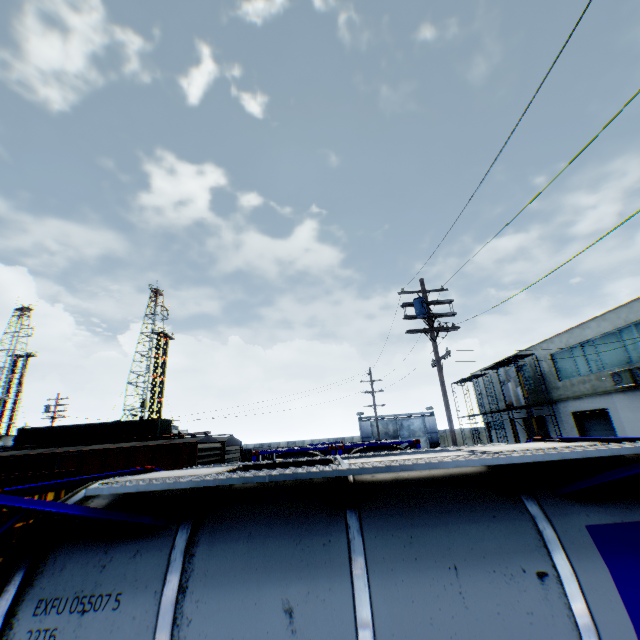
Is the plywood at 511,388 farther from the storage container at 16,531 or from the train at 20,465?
the storage container at 16,531

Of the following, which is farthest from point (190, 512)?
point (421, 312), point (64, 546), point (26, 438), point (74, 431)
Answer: point (26, 438)

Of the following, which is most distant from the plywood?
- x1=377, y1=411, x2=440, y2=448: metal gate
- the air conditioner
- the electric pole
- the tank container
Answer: x1=377, y1=411, x2=440, y2=448: metal gate

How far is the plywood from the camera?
27.7m

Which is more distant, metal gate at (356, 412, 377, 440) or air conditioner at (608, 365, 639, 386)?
metal gate at (356, 412, 377, 440)

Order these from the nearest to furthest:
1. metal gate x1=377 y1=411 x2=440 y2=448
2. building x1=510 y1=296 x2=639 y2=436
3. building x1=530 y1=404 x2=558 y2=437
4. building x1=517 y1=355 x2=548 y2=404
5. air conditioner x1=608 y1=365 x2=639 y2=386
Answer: air conditioner x1=608 y1=365 x2=639 y2=386
building x1=510 y1=296 x2=639 y2=436
building x1=530 y1=404 x2=558 y2=437
building x1=517 y1=355 x2=548 y2=404
metal gate x1=377 y1=411 x2=440 y2=448

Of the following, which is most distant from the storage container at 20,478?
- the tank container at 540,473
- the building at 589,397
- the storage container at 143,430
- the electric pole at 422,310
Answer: the building at 589,397

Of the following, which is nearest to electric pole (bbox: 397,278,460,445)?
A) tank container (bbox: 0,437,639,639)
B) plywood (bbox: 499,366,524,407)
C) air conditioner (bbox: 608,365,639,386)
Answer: tank container (bbox: 0,437,639,639)
